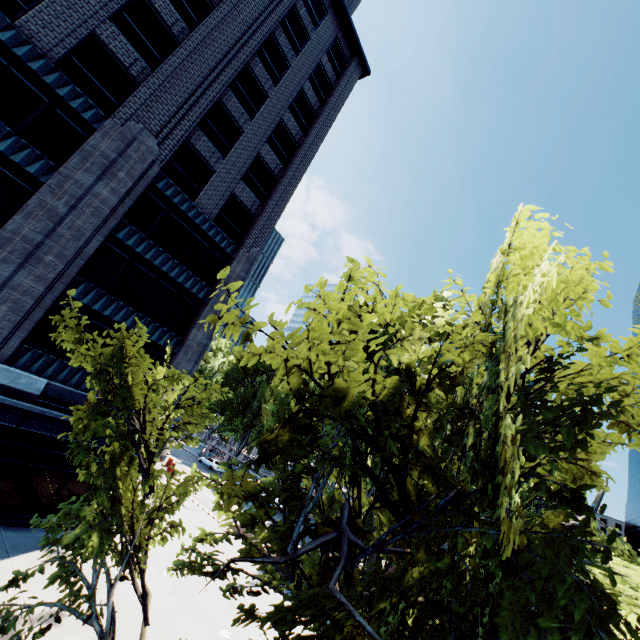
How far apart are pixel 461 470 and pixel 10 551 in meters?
18.3 m

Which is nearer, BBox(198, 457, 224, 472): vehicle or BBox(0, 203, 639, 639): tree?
BBox(0, 203, 639, 639): tree

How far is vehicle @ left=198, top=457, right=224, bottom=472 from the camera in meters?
48.1

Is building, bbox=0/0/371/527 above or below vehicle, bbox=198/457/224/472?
above

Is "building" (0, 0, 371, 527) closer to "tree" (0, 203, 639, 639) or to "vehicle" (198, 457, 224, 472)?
"tree" (0, 203, 639, 639)

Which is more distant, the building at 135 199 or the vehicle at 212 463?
the vehicle at 212 463

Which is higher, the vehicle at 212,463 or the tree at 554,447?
the tree at 554,447

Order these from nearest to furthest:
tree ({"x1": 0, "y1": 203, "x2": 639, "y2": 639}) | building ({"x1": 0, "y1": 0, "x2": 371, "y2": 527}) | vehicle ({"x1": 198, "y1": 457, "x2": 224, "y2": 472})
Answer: tree ({"x1": 0, "y1": 203, "x2": 639, "y2": 639})
building ({"x1": 0, "y1": 0, "x2": 371, "y2": 527})
vehicle ({"x1": 198, "y1": 457, "x2": 224, "y2": 472})
